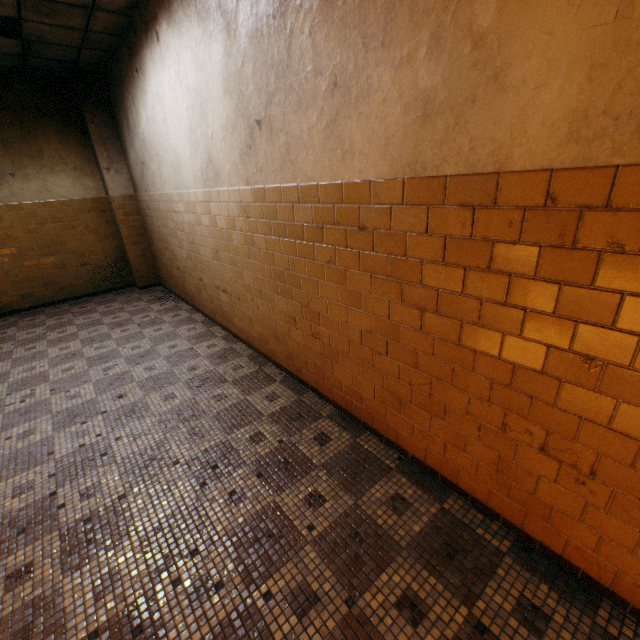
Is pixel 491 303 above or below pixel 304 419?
above

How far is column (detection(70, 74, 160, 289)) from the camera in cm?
586

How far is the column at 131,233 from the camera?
5.86m
